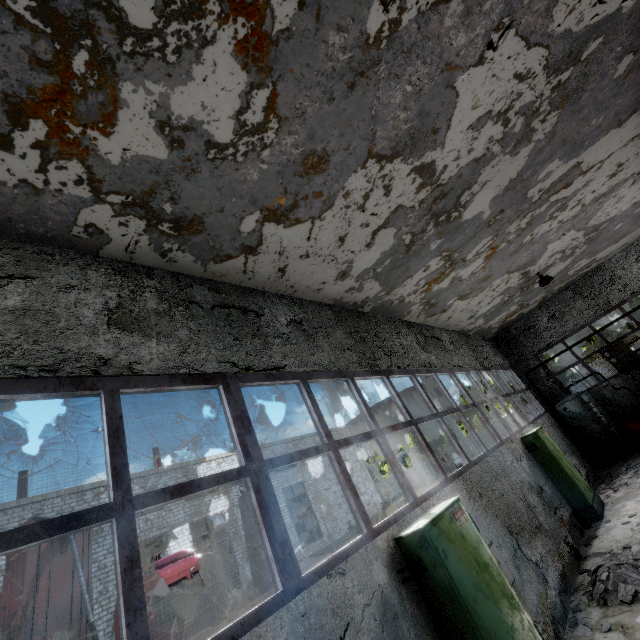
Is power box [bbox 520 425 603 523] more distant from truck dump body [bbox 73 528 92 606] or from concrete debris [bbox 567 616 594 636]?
truck dump body [bbox 73 528 92 606]

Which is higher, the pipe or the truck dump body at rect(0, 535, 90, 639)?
the truck dump body at rect(0, 535, 90, 639)

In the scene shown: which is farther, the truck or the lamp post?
the lamp post

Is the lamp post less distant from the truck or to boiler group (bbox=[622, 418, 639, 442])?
the truck

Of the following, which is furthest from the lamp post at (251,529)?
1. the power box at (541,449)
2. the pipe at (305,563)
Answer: the pipe at (305,563)

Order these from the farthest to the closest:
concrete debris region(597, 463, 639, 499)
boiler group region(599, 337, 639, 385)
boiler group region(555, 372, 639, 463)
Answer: boiler group region(599, 337, 639, 385)
boiler group region(555, 372, 639, 463)
concrete debris region(597, 463, 639, 499)

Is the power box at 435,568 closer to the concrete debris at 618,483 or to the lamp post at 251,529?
the lamp post at 251,529

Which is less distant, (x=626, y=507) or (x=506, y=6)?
(x=506, y=6)
